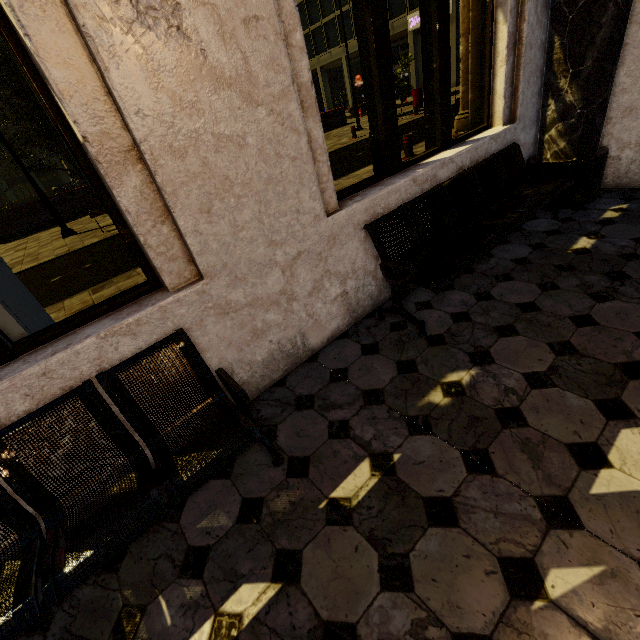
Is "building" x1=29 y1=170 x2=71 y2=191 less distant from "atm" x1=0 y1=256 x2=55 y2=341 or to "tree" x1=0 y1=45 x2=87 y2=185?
"atm" x1=0 y1=256 x2=55 y2=341

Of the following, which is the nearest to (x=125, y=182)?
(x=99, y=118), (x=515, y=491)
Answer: (x=99, y=118)

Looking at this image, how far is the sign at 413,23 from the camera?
31.5m

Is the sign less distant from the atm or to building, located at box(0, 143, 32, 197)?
building, located at box(0, 143, 32, 197)

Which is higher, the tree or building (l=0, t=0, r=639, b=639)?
the tree

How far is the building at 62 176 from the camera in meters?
51.2 m
